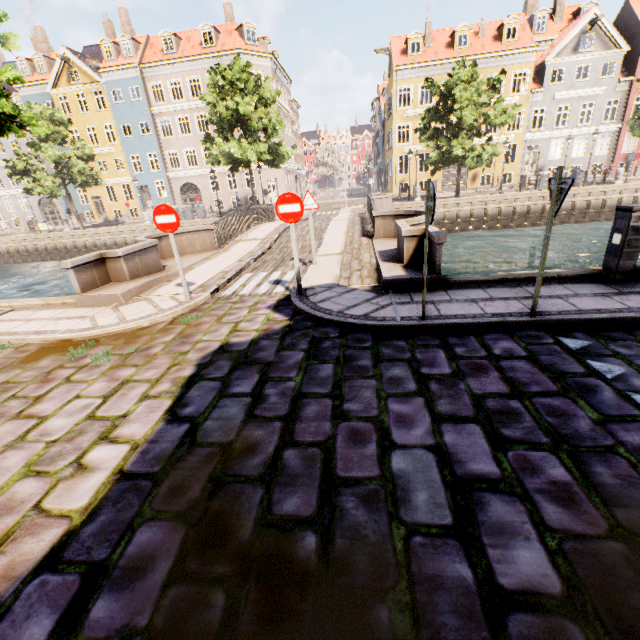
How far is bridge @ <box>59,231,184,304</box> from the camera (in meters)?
7.20

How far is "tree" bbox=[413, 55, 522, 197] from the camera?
20.6 meters

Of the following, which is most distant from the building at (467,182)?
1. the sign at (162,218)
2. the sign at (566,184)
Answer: the sign at (162,218)

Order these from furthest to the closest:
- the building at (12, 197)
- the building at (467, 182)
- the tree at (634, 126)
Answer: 1. the building at (12, 197)
2. the building at (467, 182)
3. the tree at (634, 126)

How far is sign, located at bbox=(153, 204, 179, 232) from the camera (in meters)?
6.12

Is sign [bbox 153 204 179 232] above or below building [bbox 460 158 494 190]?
above

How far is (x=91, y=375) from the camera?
4.5m
